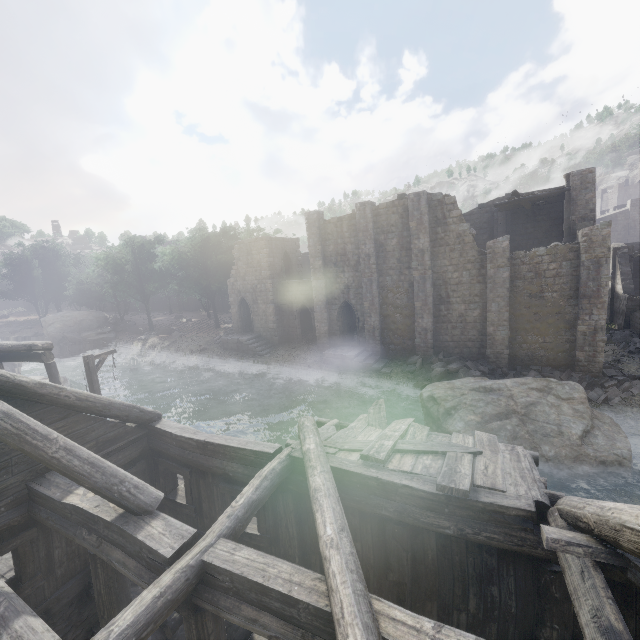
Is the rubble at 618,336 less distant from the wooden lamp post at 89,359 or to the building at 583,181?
the building at 583,181

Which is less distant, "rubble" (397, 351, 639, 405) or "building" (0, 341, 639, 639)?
"building" (0, 341, 639, 639)

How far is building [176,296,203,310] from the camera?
57.06m

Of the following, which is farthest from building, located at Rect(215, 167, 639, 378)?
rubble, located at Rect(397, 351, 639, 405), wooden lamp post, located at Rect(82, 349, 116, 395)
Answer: wooden lamp post, located at Rect(82, 349, 116, 395)

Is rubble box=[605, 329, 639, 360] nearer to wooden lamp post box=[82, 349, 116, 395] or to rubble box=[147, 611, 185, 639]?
rubble box=[147, 611, 185, 639]

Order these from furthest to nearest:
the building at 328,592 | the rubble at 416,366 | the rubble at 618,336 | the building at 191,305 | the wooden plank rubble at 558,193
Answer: the building at 191,305 → the wooden plank rubble at 558,193 → the rubble at 618,336 → the rubble at 416,366 → the building at 328,592

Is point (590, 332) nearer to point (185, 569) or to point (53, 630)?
point (185, 569)

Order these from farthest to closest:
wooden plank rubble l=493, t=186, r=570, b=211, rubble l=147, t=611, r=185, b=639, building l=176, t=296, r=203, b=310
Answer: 1. building l=176, t=296, r=203, b=310
2. wooden plank rubble l=493, t=186, r=570, b=211
3. rubble l=147, t=611, r=185, b=639
